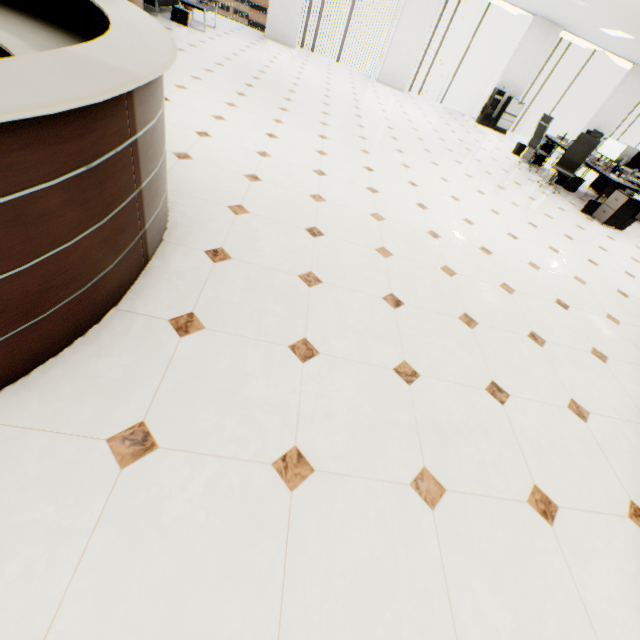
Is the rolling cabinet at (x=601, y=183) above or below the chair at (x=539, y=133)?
below

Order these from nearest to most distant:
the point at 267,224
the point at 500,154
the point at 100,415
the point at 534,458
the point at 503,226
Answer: the point at 100,415 → the point at 534,458 → the point at 267,224 → the point at 503,226 → the point at 500,154

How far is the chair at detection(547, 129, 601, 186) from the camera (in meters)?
7.21

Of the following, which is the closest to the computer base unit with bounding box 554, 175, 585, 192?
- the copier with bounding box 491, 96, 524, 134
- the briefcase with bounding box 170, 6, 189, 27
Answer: the copier with bounding box 491, 96, 524, 134

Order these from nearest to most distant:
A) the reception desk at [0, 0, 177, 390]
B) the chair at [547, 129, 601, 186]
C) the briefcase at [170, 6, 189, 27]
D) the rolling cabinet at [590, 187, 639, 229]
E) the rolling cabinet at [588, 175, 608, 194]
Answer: the reception desk at [0, 0, 177, 390] < the rolling cabinet at [590, 187, 639, 229] < the chair at [547, 129, 601, 186] < the briefcase at [170, 6, 189, 27] < the rolling cabinet at [588, 175, 608, 194]

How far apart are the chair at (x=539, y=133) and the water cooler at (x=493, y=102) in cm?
386

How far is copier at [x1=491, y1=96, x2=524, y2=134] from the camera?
11.12m

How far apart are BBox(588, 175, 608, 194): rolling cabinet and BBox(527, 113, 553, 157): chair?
2.2 meters
